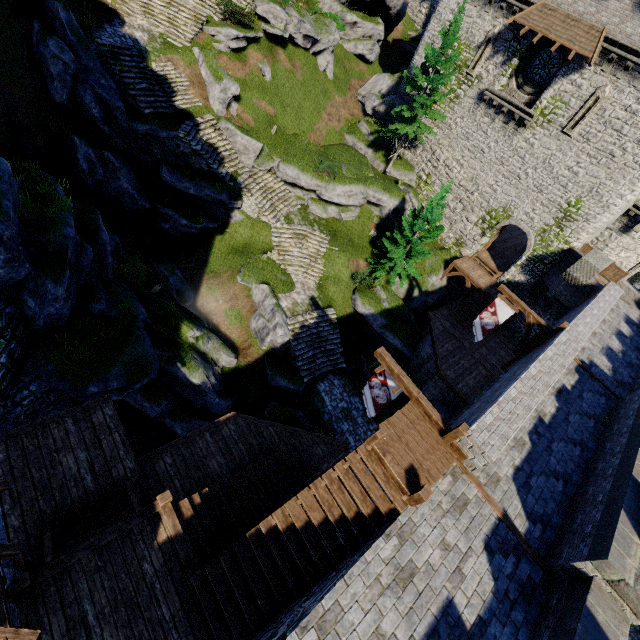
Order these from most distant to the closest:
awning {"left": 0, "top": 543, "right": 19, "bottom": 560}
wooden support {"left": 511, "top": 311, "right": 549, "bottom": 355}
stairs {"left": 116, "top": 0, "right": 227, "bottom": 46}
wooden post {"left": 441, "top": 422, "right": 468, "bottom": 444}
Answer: stairs {"left": 116, "top": 0, "right": 227, "bottom": 46}, wooden support {"left": 511, "top": 311, "right": 549, "bottom": 355}, wooden post {"left": 441, "top": 422, "right": 468, "bottom": 444}, awning {"left": 0, "top": 543, "right": 19, "bottom": 560}

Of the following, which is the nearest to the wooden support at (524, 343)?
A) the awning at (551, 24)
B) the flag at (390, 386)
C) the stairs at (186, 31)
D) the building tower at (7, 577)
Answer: the flag at (390, 386)

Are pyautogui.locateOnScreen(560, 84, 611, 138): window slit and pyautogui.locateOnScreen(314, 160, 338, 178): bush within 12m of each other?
no

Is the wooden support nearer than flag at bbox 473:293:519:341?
Yes

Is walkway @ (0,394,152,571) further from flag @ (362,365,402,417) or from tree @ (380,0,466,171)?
tree @ (380,0,466,171)

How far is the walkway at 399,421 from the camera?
8.53m

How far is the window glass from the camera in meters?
20.7

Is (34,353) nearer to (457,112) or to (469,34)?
(457,112)
